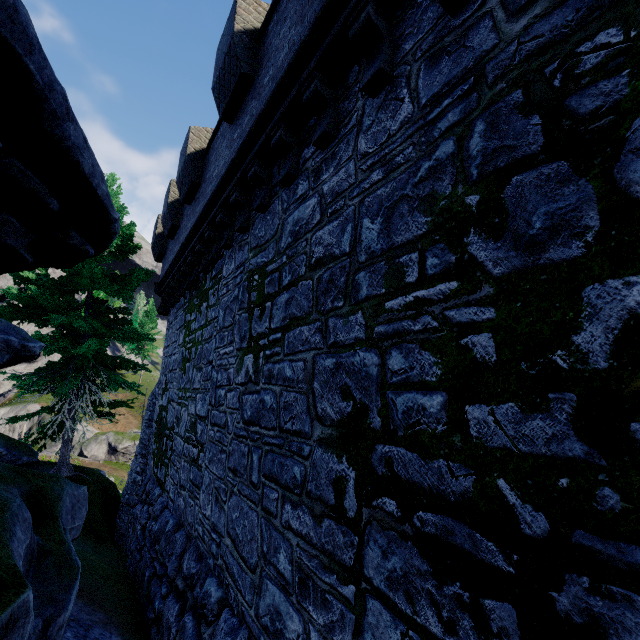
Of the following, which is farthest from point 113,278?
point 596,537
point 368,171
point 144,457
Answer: point 596,537
